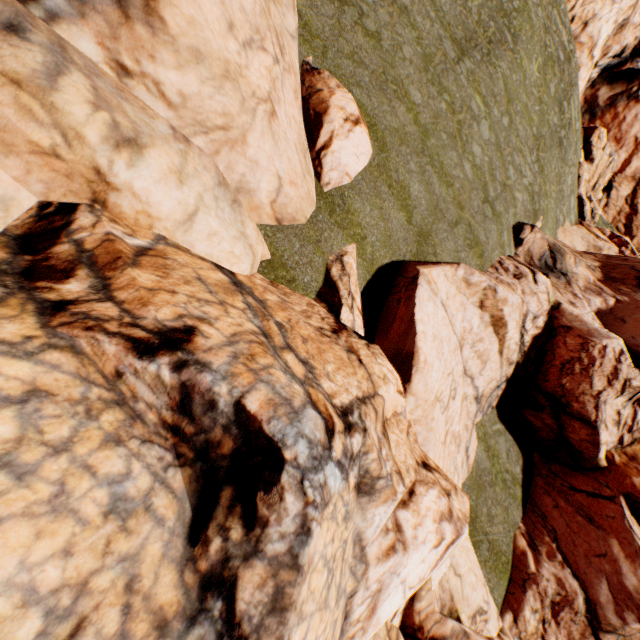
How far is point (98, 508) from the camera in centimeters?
234cm
